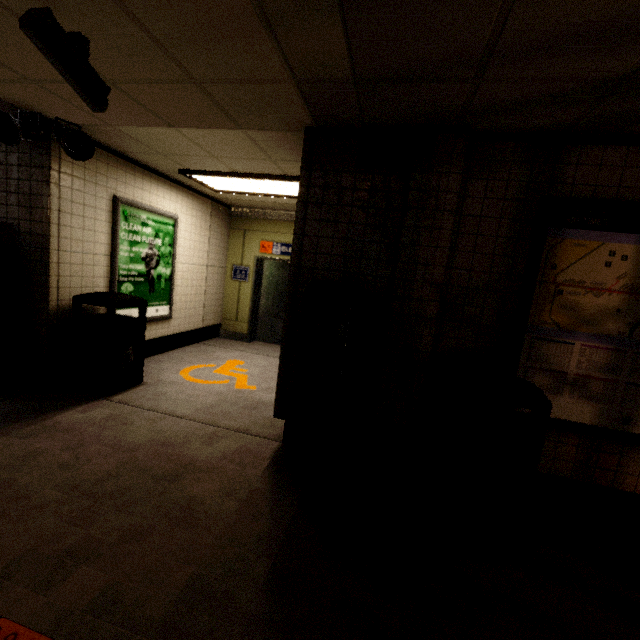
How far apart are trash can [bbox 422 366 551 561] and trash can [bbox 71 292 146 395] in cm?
362

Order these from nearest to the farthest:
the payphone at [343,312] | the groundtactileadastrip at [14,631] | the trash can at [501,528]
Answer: the groundtactileadastrip at [14,631] → the trash can at [501,528] → the payphone at [343,312]

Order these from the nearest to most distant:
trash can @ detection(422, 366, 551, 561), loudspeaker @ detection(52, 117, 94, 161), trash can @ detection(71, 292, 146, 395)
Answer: trash can @ detection(422, 366, 551, 561), loudspeaker @ detection(52, 117, 94, 161), trash can @ detection(71, 292, 146, 395)

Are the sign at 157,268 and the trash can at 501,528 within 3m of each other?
no

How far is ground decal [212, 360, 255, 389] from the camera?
4.7m

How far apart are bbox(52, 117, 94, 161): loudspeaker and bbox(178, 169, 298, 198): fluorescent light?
1.3 meters

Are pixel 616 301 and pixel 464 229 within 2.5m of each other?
yes

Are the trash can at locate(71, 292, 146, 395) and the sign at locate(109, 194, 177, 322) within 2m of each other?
yes
